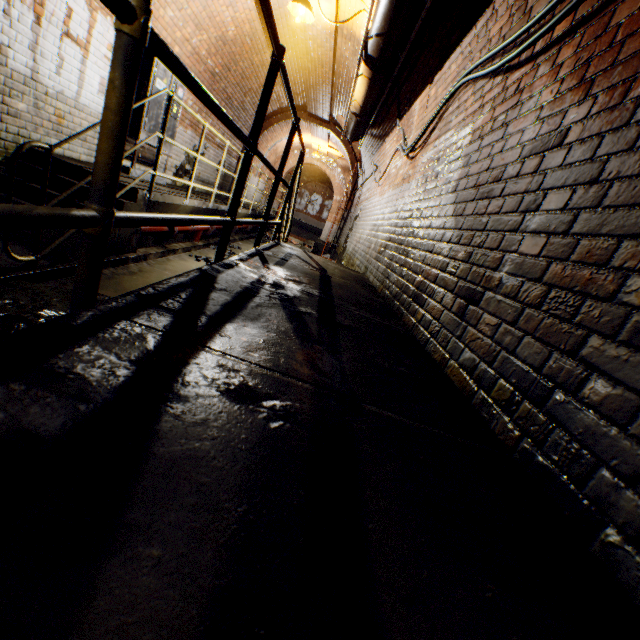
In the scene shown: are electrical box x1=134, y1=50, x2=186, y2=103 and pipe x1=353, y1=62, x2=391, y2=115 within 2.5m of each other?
no

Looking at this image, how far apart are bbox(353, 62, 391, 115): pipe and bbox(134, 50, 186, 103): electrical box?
3.26m

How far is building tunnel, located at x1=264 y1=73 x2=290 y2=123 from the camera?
9.4 meters

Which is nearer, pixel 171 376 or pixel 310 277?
pixel 171 376

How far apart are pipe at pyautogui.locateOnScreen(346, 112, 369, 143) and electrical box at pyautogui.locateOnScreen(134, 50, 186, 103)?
3.25m

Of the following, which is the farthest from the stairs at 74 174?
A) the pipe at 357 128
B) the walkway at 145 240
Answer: the pipe at 357 128

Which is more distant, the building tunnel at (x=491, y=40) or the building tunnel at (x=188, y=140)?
the building tunnel at (x=188, y=140)

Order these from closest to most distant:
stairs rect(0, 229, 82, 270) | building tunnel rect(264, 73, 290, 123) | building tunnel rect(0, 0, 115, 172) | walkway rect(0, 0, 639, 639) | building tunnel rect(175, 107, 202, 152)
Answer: walkway rect(0, 0, 639, 639)
stairs rect(0, 229, 82, 270)
building tunnel rect(0, 0, 115, 172)
building tunnel rect(175, 107, 202, 152)
building tunnel rect(264, 73, 290, 123)
